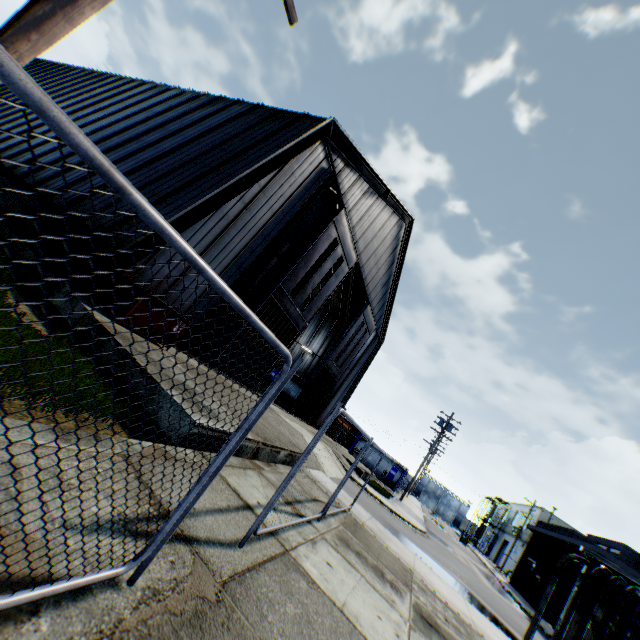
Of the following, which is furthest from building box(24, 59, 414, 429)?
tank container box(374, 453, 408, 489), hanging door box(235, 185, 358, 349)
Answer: tank container box(374, 453, 408, 489)

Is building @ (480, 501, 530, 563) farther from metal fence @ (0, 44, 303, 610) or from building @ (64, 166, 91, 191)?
building @ (64, 166, 91, 191)

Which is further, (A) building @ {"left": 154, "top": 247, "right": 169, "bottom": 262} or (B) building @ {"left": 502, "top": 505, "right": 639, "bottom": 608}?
(B) building @ {"left": 502, "top": 505, "right": 639, "bottom": 608}

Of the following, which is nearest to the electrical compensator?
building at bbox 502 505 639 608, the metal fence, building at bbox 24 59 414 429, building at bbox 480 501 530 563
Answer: the metal fence

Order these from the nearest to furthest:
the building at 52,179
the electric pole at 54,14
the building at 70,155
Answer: the electric pole at 54,14 → the building at 52,179 → the building at 70,155

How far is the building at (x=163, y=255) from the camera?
10.25m

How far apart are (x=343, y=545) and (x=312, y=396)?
18.6m

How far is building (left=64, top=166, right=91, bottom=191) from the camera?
11.97m
